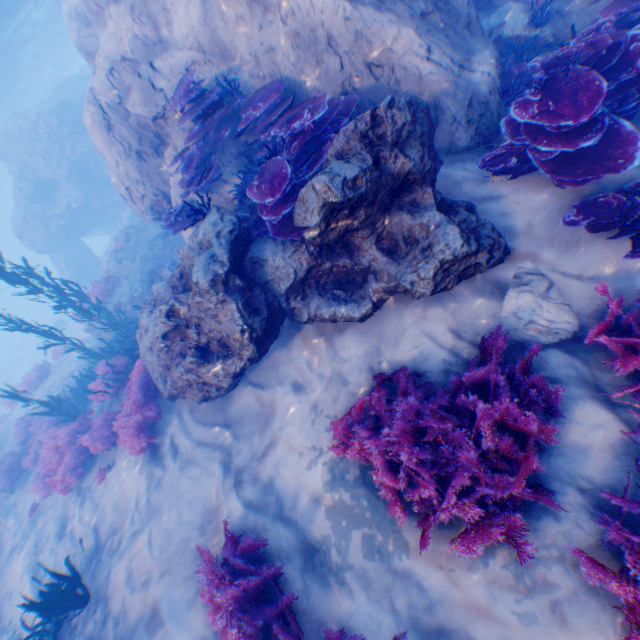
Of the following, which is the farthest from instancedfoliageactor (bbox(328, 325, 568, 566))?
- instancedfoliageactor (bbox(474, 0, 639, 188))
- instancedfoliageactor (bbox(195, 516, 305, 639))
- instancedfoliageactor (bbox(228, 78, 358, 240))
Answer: instancedfoliageactor (bbox(228, 78, 358, 240))

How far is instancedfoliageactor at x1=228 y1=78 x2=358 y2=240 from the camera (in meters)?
4.44

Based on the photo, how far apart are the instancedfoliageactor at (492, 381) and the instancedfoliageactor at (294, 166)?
2.4 meters

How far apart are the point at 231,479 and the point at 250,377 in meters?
1.8

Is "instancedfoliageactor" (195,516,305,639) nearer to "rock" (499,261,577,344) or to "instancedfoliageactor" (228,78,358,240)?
"rock" (499,261,577,344)

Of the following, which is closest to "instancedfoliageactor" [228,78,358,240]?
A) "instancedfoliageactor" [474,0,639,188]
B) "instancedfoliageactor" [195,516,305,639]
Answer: "instancedfoliageactor" [474,0,639,188]

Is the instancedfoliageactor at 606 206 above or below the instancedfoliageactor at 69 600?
below

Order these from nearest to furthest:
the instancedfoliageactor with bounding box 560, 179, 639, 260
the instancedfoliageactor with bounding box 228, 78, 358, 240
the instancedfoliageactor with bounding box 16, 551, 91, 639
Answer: the instancedfoliageactor with bounding box 560, 179, 639, 260 < the instancedfoliageactor with bounding box 228, 78, 358, 240 < the instancedfoliageactor with bounding box 16, 551, 91, 639
